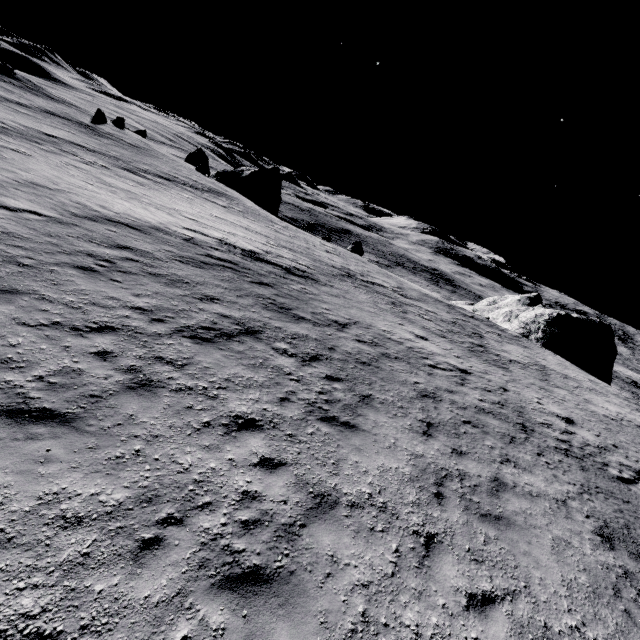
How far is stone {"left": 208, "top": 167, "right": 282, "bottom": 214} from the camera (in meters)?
48.50

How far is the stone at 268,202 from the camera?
48.5 meters

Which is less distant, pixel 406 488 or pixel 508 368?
pixel 406 488

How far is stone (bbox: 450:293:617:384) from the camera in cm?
Result: 3438

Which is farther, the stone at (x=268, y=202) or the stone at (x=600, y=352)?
the stone at (x=268, y=202)

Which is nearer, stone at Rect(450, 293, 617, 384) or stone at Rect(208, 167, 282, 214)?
stone at Rect(450, 293, 617, 384)
